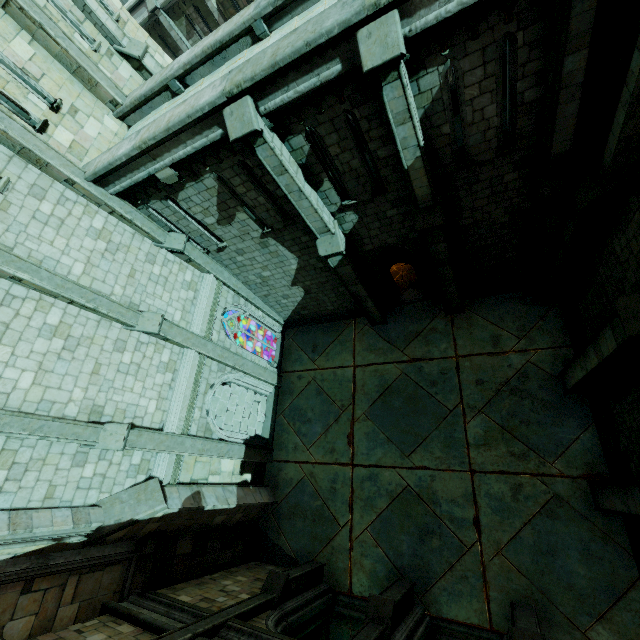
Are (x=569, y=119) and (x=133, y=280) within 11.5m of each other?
no

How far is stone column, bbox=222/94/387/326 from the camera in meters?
7.1 m

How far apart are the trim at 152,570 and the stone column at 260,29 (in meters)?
14.06

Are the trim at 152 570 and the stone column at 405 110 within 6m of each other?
no

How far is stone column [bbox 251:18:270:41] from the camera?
8.30m

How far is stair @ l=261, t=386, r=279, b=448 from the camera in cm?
1467

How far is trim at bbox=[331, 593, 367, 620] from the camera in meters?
10.5 m

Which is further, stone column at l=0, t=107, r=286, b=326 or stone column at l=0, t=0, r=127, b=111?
stone column at l=0, t=0, r=127, b=111
